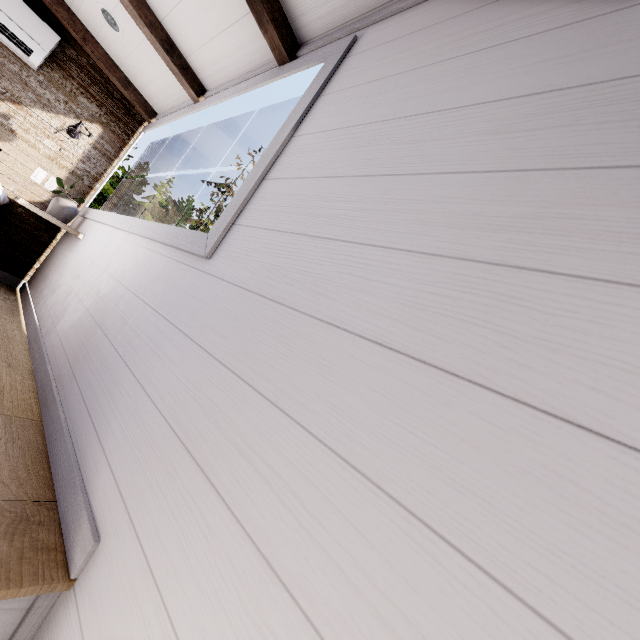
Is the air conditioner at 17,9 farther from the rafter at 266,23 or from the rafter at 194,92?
the rafter at 266,23

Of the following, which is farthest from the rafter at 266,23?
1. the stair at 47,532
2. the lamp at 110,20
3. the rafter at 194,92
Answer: the stair at 47,532

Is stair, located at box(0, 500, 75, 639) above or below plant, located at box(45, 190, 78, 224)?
below

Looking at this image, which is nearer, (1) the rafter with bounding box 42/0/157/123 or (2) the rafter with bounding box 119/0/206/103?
(2) the rafter with bounding box 119/0/206/103

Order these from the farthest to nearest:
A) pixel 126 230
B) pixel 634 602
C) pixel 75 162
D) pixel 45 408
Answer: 1. pixel 75 162
2. pixel 126 230
3. pixel 45 408
4. pixel 634 602

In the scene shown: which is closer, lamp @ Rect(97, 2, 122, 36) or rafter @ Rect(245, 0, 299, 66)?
rafter @ Rect(245, 0, 299, 66)

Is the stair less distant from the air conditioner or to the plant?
the plant

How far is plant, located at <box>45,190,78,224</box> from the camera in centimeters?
276cm
